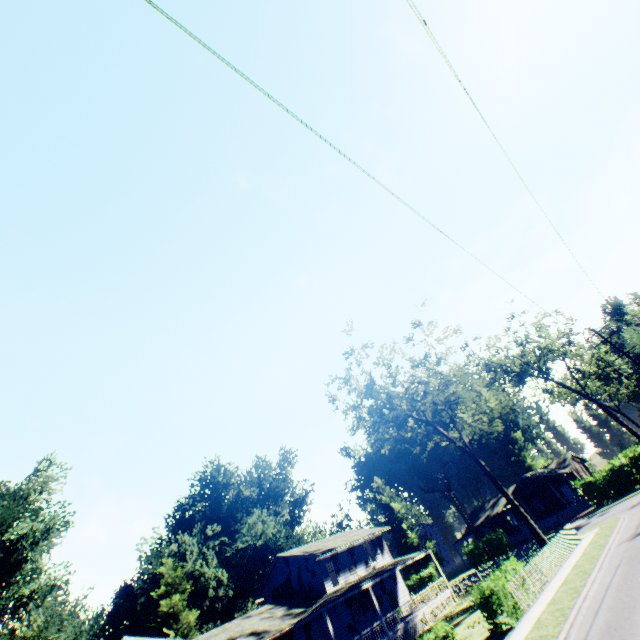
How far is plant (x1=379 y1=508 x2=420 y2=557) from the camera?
55.6 meters

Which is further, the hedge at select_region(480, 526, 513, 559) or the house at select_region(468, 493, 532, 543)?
the house at select_region(468, 493, 532, 543)

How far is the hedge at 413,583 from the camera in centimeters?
4894cm

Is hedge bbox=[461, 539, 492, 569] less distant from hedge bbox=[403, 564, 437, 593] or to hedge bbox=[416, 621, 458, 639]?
hedge bbox=[403, 564, 437, 593]

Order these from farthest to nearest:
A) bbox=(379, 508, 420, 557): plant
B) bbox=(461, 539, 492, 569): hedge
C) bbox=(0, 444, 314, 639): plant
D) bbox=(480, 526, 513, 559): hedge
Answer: bbox=(379, 508, 420, 557): plant < bbox=(461, 539, 492, 569): hedge < bbox=(480, 526, 513, 559): hedge < bbox=(0, 444, 314, 639): plant

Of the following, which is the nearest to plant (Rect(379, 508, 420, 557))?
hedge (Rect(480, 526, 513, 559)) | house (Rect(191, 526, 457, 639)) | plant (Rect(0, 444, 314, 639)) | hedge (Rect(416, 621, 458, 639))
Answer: plant (Rect(0, 444, 314, 639))

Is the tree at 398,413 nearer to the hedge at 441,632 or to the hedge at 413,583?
the hedge at 441,632

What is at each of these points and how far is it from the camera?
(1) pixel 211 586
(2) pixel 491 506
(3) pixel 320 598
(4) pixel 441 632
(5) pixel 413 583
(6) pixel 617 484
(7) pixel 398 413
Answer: (1) plant, 38.78m
(2) house, 56.62m
(3) house, 28.58m
(4) hedge, 12.63m
(5) hedge, 50.38m
(6) hedge, 36.06m
(7) tree, 28.38m
